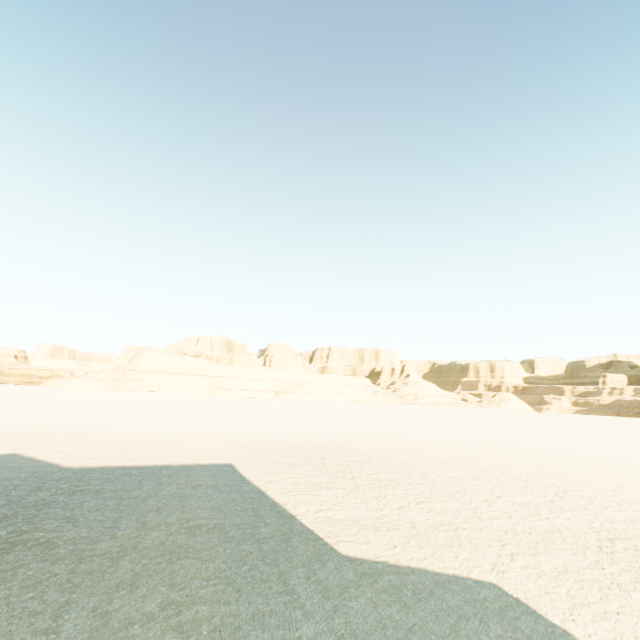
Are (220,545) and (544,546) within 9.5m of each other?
yes
